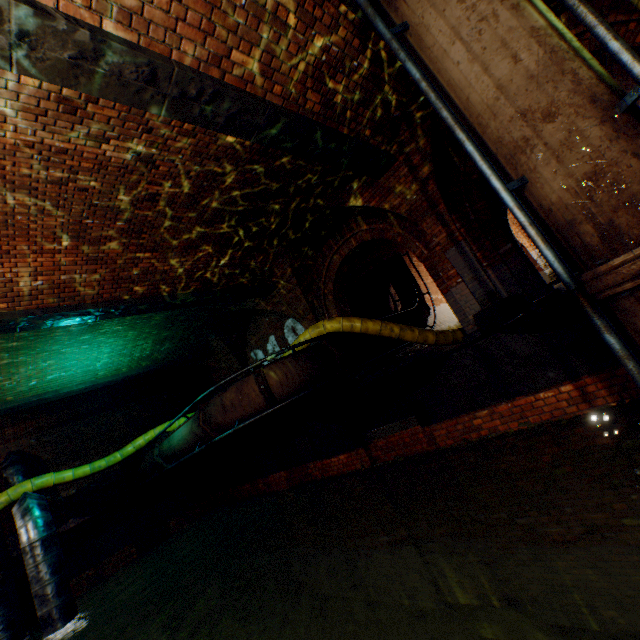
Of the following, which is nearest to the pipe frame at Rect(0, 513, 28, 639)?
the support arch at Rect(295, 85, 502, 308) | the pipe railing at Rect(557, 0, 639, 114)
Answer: the support arch at Rect(295, 85, 502, 308)

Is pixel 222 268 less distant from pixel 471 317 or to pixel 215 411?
pixel 215 411

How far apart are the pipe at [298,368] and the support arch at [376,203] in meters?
3.2 m

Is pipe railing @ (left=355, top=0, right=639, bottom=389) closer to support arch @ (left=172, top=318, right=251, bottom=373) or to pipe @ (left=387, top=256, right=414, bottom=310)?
pipe @ (left=387, top=256, right=414, bottom=310)

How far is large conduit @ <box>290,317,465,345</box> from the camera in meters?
8.2 m

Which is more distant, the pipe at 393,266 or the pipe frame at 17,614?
the pipe at 393,266

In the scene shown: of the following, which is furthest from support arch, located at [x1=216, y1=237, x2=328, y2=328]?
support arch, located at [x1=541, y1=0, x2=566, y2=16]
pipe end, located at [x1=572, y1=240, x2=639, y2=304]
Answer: pipe end, located at [x1=572, y1=240, x2=639, y2=304]

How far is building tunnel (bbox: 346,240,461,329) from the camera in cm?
1188
